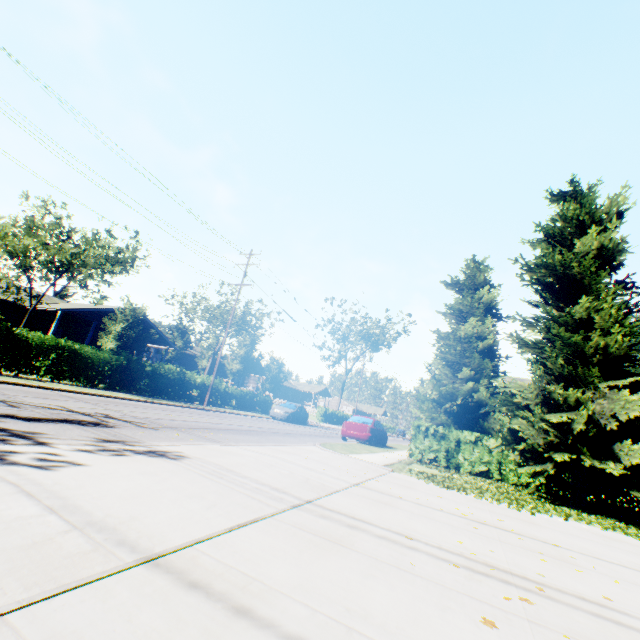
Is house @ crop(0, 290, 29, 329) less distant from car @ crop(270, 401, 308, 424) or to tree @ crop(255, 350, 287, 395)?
tree @ crop(255, 350, 287, 395)

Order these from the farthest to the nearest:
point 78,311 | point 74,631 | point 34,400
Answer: point 78,311 → point 34,400 → point 74,631

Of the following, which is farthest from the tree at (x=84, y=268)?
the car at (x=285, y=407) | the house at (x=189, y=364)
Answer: the house at (x=189, y=364)

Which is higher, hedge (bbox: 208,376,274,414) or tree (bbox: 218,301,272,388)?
tree (bbox: 218,301,272,388)

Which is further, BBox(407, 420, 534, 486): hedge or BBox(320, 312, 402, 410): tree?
BBox(320, 312, 402, 410): tree

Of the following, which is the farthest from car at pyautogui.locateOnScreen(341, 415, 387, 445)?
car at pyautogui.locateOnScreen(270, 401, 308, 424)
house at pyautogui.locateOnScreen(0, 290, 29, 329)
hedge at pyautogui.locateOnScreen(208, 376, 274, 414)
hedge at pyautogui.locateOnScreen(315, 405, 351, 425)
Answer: hedge at pyautogui.locateOnScreen(315, 405, 351, 425)

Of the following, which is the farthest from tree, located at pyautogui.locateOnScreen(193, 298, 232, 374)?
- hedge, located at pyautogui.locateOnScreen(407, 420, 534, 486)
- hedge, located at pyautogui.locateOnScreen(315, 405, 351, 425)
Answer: hedge, located at pyautogui.locateOnScreen(407, 420, 534, 486)

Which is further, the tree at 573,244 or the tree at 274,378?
the tree at 274,378
